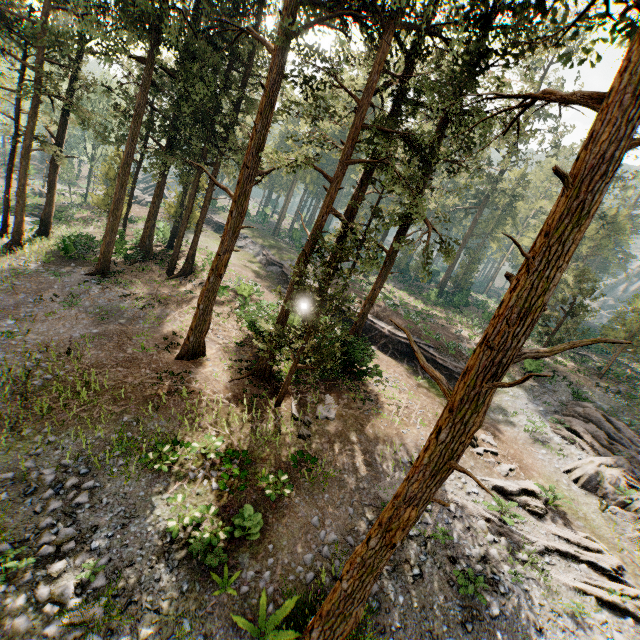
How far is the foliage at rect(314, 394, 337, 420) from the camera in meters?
16.5 m

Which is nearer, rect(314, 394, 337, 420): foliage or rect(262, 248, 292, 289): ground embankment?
rect(314, 394, 337, 420): foliage

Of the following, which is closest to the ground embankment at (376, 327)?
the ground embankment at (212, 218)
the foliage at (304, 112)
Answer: the foliage at (304, 112)

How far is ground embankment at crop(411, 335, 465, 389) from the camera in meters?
26.2

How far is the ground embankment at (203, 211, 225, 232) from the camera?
48.56m

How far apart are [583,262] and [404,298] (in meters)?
25.23

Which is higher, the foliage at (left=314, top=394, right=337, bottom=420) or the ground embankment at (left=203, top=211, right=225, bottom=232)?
the ground embankment at (left=203, top=211, right=225, bottom=232)

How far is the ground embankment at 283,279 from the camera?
33.86m
